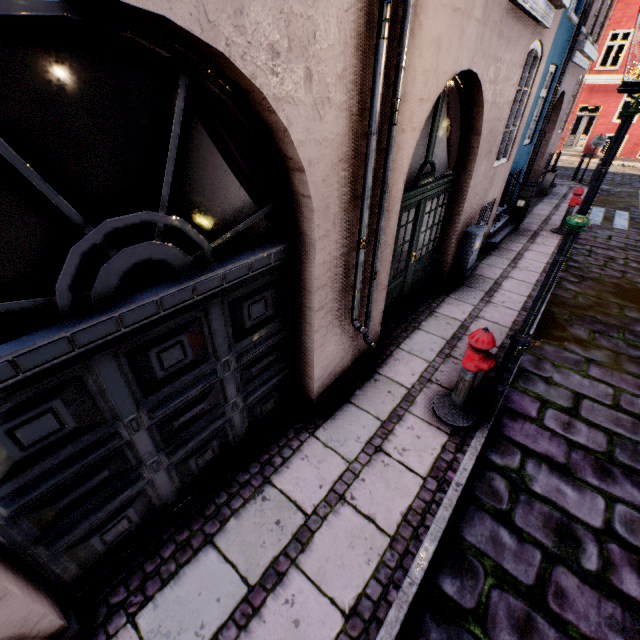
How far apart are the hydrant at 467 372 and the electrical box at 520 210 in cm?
744

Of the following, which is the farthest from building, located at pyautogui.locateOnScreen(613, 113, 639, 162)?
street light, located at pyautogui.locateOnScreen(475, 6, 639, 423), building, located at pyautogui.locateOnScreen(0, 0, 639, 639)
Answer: street light, located at pyautogui.locateOnScreen(475, 6, 639, 423)

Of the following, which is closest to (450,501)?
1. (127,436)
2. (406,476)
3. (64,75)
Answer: (406,476)

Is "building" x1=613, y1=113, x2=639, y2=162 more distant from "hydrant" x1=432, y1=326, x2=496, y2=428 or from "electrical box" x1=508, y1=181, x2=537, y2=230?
"hydrant" x1=432, y1=326, x2=496, y2=428

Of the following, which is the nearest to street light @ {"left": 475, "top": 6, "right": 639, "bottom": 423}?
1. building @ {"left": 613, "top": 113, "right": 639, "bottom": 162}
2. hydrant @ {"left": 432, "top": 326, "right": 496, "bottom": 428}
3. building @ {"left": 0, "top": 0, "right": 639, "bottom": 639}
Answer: hydrant @ {"left": 432, "top": 326, "right": 496, "bottom": 428}

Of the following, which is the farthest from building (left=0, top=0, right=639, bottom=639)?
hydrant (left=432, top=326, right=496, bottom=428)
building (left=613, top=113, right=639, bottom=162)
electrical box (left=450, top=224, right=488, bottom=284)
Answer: building (left=613, top=113, right=639, bottom=162)

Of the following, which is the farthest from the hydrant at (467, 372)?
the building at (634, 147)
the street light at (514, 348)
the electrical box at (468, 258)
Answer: the building at (634, 147)

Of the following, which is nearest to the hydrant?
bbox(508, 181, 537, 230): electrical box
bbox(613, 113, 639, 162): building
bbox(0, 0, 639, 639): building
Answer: bbox(0, 0, 639, 639): building
